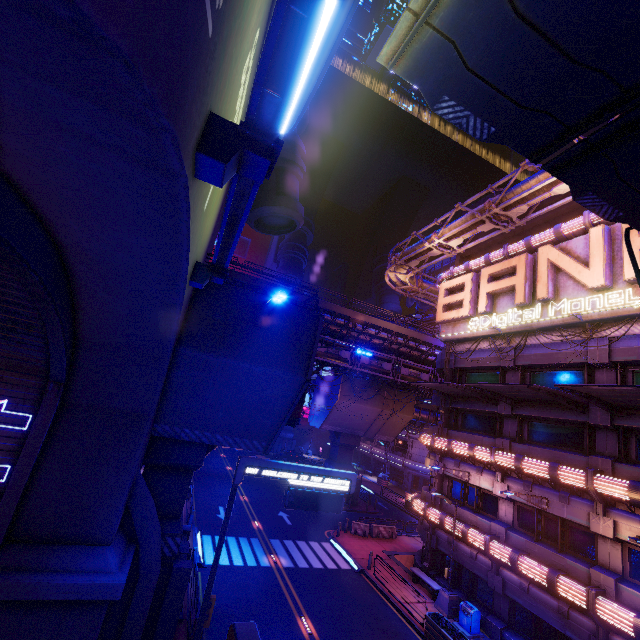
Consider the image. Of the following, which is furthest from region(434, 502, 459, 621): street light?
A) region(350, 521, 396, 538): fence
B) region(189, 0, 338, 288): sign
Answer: region(189, 0, 338, 288): sign

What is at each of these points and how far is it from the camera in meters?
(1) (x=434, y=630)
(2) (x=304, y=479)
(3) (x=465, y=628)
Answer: (1) plant holder, 15.7
(2) sign, 13.4
(3) trash can, 17.0

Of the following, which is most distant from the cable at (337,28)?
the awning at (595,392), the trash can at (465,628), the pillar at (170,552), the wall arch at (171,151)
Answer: the trash can at (465,628)

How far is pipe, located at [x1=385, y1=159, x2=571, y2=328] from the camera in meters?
18.5

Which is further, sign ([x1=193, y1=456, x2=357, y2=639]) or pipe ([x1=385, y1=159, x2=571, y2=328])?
pipe ([x1=385, y1=159, x2=571, y2=328])

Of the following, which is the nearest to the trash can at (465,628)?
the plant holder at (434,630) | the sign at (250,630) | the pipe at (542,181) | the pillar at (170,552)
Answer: the plant holder at (434,630)

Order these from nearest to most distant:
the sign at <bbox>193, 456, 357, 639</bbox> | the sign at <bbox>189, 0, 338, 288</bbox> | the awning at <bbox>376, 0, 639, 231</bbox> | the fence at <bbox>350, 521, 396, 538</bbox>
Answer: the sign at <bbox>189, 0, 338, 288</bbox>, the awning at <bbox>376, 0, 639, 231</bbox>, the sign at <bbox>193, 456, 357, 639</bbox>, the fence at <bbox>350, 521, 396, 538</bbox>

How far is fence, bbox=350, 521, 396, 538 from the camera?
27.5 meters
